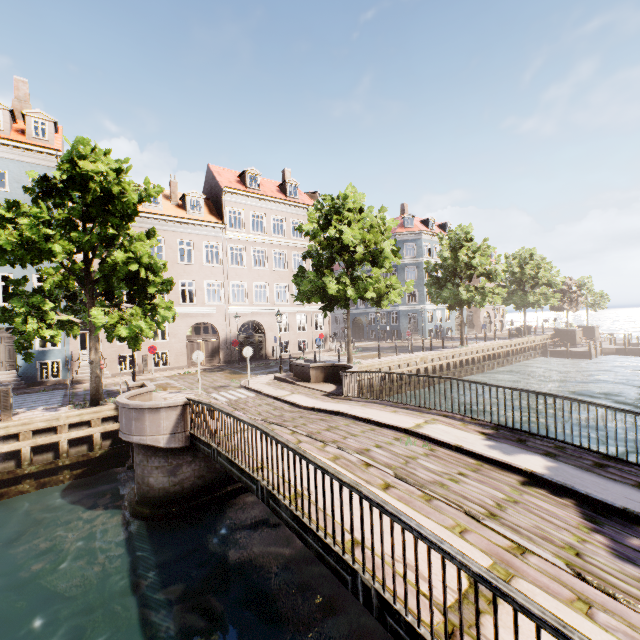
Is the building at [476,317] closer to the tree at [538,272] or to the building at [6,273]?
the tree at [538,272]

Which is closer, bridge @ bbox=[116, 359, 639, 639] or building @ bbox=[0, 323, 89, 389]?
bridge @ bbox=[116, 359, 639, 639]

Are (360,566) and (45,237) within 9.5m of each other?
no

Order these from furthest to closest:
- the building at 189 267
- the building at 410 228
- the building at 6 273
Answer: → the building at 410 228 < the building at 189 267 < the building at 6 273

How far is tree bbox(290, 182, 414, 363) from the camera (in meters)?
18.06

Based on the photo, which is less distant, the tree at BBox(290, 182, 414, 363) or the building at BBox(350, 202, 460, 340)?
the tree at BBox(290, 182, 414, 363)

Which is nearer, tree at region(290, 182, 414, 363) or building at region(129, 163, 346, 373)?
tree at region(290, 182, 414, 363)

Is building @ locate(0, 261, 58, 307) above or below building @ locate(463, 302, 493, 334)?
above
